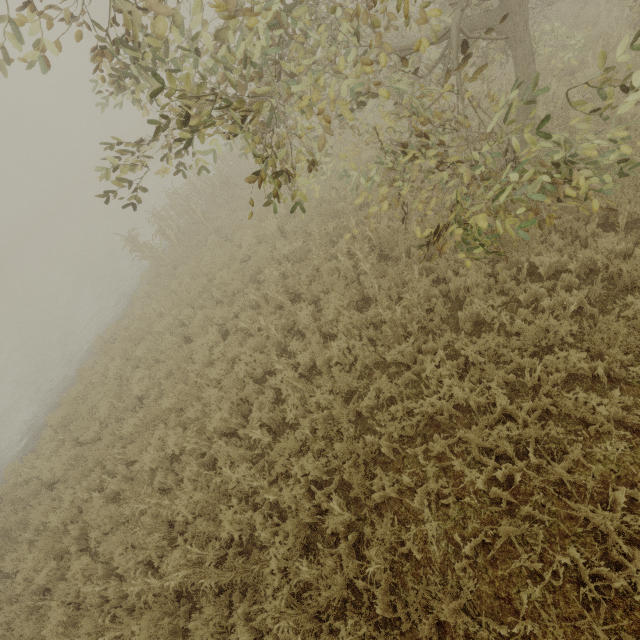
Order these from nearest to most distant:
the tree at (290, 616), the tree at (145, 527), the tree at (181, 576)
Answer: the tree at (290, 616), the tree at (181, 576), the tree at (145, 527)

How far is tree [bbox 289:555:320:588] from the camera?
4.21m

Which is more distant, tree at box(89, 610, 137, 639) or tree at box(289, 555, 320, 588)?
tree at box(89, 610, 137, 639)

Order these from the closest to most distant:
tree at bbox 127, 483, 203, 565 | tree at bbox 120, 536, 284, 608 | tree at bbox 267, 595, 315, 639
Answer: tree at bbox 267, 595, 315, 639
tree at bbox 120, 536, 284, 608
tree at bbox 127, 483, 203, 565

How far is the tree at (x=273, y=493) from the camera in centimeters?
506cm

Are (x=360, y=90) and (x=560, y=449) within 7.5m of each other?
no
